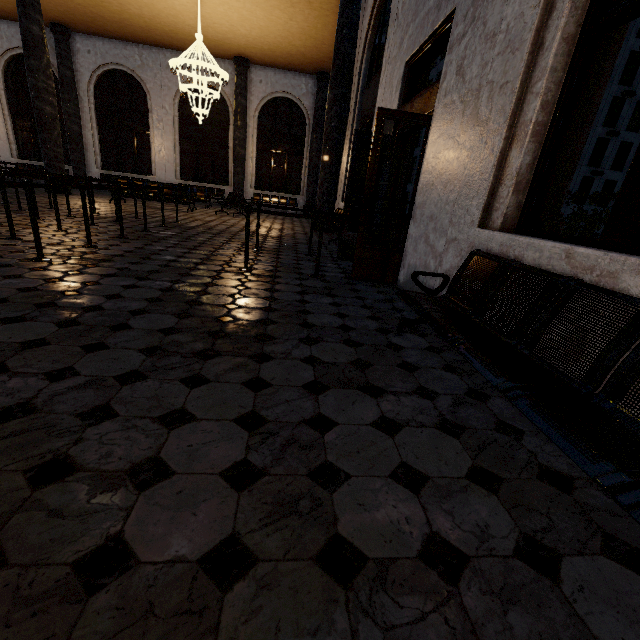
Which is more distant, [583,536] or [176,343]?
[176,343]
